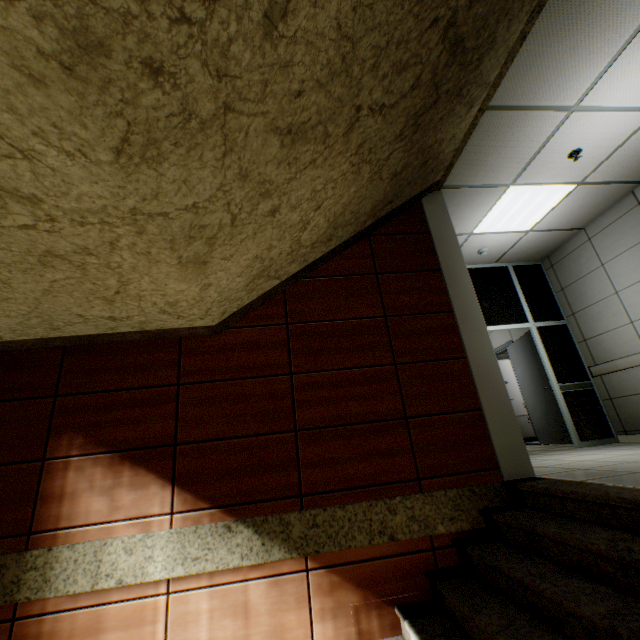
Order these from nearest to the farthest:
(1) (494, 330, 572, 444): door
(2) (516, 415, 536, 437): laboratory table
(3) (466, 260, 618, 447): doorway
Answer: (3) (466, 260, 618, 447): doorway
(1) (494, 330, 572, 444): door
(2) (516, 415, 536, 437): laboratory table

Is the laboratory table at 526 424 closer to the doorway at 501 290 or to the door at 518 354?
the door at 518 354

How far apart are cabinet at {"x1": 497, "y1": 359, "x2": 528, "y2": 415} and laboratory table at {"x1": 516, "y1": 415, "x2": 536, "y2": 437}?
0.01m

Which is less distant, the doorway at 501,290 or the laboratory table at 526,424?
the doorway at 501,290

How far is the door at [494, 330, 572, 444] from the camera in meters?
5.6

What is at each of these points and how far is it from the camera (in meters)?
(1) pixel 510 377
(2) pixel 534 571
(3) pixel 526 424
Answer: (1) cabinet, 8.59
(2) stairs, 1.82
(3) laboratory table, 8.14

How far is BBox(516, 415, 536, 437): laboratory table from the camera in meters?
8.0 m

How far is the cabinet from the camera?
8.27m
